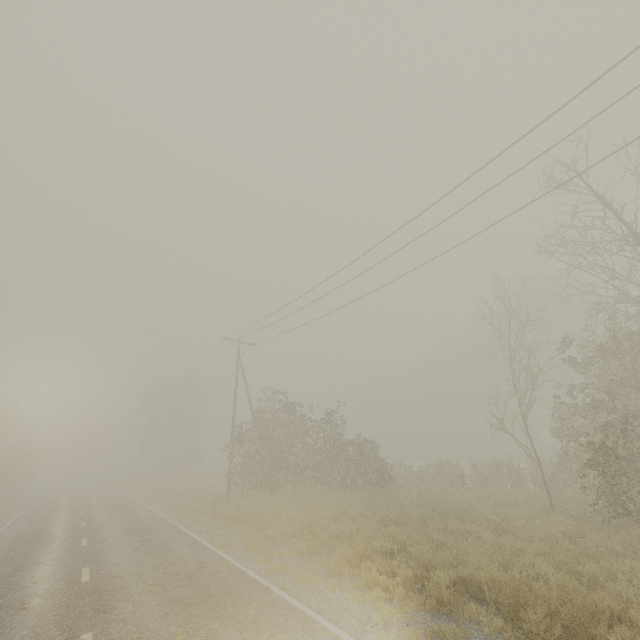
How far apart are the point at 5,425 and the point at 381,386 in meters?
69.0 m
